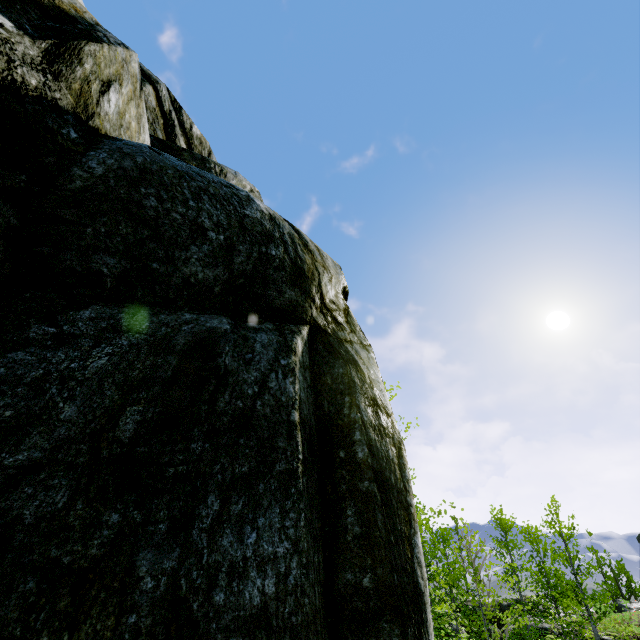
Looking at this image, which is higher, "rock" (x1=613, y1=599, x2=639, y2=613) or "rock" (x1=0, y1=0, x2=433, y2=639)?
"rock" (x1=0, y1=0, x2=433, y2=639)

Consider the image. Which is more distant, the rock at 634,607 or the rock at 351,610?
the rock at 634,607

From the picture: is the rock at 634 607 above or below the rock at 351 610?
below

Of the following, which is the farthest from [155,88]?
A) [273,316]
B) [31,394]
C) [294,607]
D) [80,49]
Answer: [294,607]

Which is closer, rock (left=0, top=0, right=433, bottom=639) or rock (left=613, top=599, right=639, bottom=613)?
rock (left=0, top=0, right=433, bottom=639)
